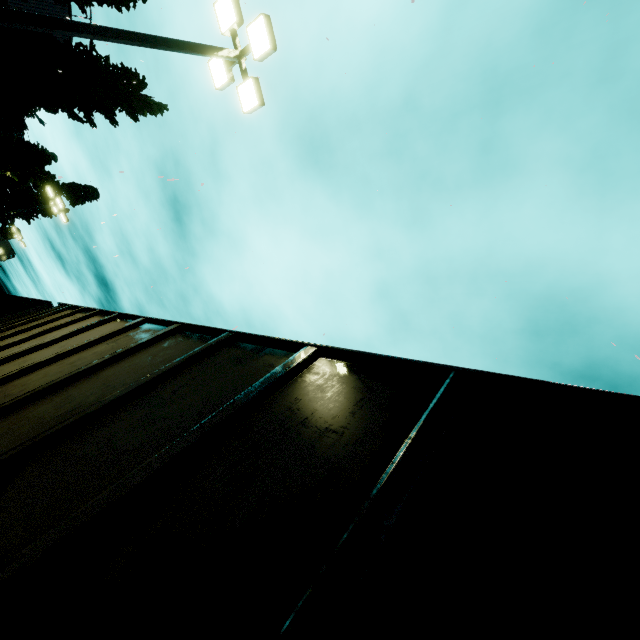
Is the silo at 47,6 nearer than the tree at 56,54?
No

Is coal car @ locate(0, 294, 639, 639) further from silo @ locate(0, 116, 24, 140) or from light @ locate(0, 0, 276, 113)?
light @ locate(0, 0, 276, 113)

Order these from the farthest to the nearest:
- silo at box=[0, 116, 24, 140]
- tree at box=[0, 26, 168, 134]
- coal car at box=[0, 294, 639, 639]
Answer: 1. silo at box=[0, 116, 24, 140]
2. tree at box=[0, 26, 168, 134]
3. coal car at box=[0, 294, 639, 639]

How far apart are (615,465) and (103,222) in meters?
8.5

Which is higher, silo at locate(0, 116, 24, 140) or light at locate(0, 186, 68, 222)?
silo at locate(0, 116, 24, 140)

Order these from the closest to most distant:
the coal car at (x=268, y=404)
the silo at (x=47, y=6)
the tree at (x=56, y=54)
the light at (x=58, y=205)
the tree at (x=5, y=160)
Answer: the coal car at (x=268, y=404) → the tree at (x=56, y=54) → the silo at (x=47, y=6) → the tree at (x=5, y=160) → the light at (x=58, y=205)

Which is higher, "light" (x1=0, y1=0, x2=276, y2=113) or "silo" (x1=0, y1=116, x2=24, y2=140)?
"silo" (x1=0, y1=116, x2=24, y2=140)

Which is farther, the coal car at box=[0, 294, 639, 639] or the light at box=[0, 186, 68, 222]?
the light at box=[0, 186, 68, 222]
